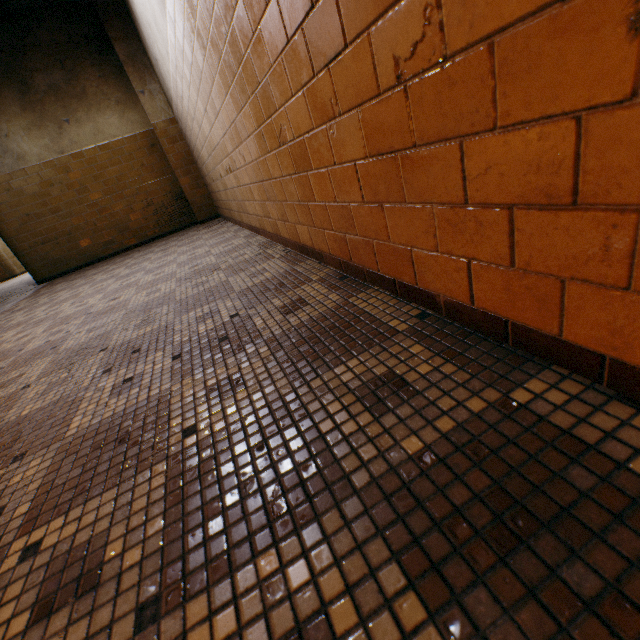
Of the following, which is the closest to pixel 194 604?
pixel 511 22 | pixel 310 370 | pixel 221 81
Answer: pixel 310 370
